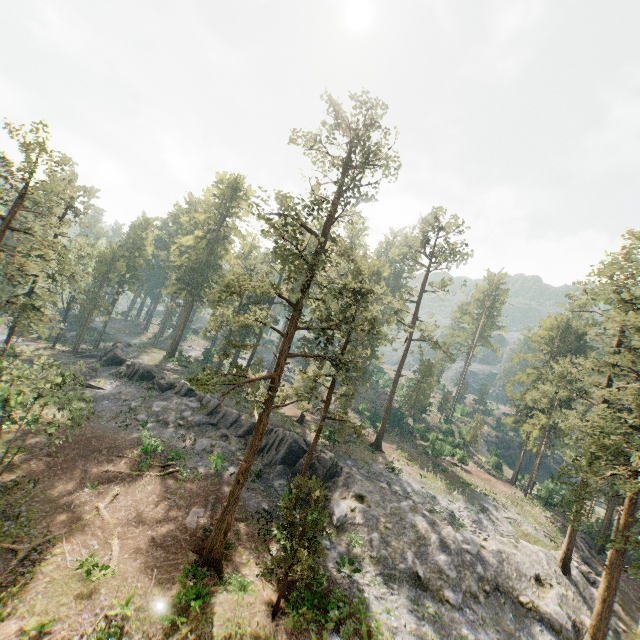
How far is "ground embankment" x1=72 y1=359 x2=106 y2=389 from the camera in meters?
37.6 m

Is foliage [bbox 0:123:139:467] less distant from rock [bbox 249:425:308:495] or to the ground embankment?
rock [bbox 249:425:308:495]

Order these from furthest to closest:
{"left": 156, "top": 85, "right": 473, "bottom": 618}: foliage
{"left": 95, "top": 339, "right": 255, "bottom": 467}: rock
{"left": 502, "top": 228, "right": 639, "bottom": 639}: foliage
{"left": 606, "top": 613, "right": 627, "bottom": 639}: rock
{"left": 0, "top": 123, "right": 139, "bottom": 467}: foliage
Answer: {"left": 95, "top": 339, "right": 255, "bottom": 467}: rock
{"left": 606, "top": 613, "right": 627, "bottom": 639}: rock
{"left": 0, "top": 123, "right": 139, "bottom": 467}: foliage
{"left": 502, "top": 228, "right": 639, "bottom": 639}: foliage
{"left": 156, "top": 85, "right": 473, "bottom": 618}: foliage

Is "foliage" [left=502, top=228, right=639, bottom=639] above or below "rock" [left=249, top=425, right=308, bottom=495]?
above

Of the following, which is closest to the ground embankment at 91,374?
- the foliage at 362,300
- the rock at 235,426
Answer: the rock at 235,426

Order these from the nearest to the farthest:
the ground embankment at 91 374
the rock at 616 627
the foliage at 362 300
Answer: the foliage at 362 300 → the rock at 616 627 → the ground embankment at 91 374

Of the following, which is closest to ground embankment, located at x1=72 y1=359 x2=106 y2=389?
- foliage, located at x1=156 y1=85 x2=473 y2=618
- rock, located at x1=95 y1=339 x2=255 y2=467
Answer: rock, located at x1=95 y1=339 x2=255 y2=467

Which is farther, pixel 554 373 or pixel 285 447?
pixel 554 373
